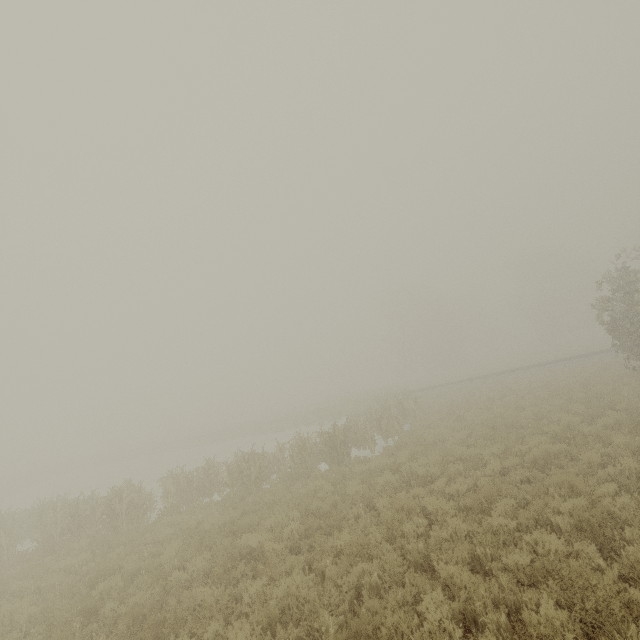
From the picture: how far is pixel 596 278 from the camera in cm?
5200
